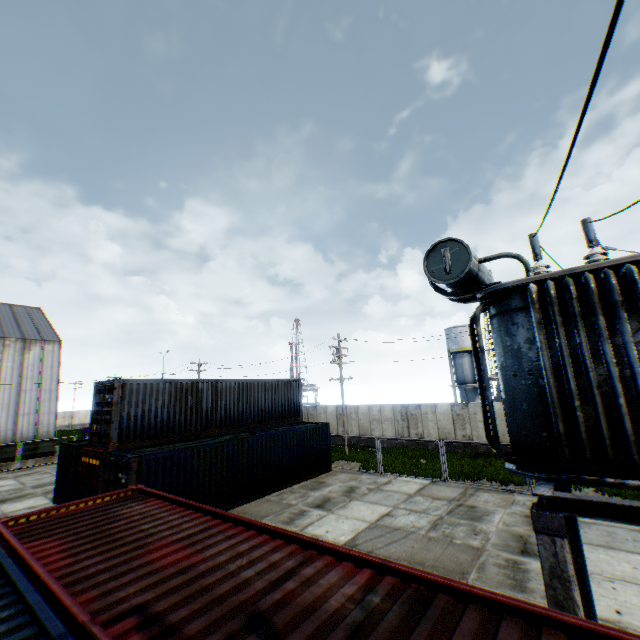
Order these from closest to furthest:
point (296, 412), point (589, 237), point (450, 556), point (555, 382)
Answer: point (555, 382) → point (589, 237) → point (450, 556) → point (296, 412)

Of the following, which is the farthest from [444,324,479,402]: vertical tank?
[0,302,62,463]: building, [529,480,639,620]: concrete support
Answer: [0,302,62,463]: building

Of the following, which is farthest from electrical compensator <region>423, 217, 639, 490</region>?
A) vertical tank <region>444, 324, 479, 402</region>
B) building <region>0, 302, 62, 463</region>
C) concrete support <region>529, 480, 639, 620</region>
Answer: vertical tank <region>444, 324, 479, 402</region>

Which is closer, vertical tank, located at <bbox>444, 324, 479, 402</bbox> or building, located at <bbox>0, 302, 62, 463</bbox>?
building, located at <bbox>0, 302, 62, 463</bbox>

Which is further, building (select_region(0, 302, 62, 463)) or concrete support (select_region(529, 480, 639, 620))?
building (select_region(0, 302, 62, 463))

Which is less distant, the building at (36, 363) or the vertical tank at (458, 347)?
the building at (36, 363)

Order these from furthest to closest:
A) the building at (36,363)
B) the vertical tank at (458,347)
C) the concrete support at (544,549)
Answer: the vertical tank at (458,347)
the building at (36,363)
the concrete support at (544,549)

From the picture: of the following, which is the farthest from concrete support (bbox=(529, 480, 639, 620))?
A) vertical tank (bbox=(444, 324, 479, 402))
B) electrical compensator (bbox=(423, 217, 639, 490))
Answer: vertical tank (bbox=(444, 324, 479, 402))
